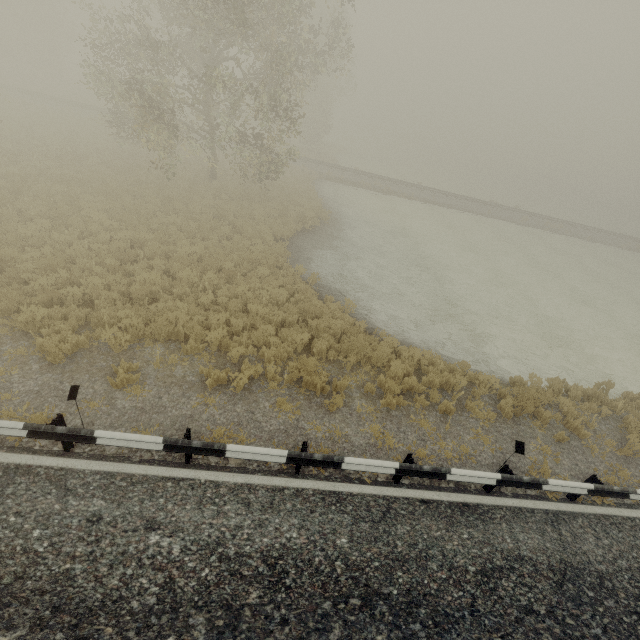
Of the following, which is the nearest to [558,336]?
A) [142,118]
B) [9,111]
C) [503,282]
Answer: [503,282]
